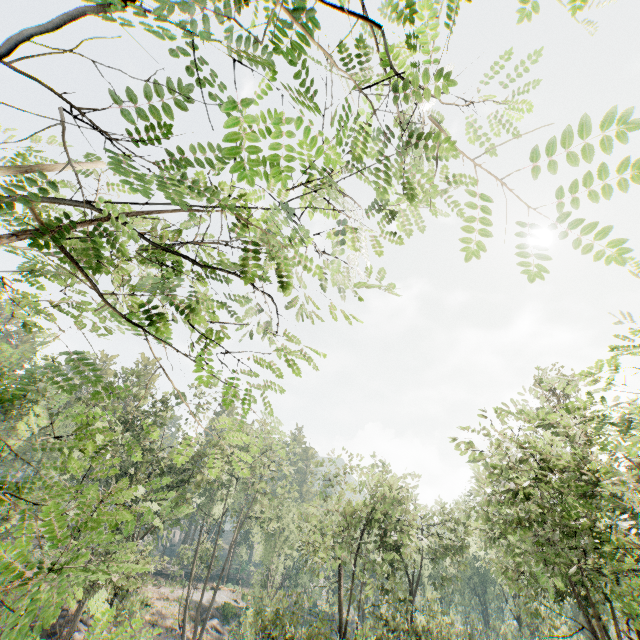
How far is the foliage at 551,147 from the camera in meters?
2.2

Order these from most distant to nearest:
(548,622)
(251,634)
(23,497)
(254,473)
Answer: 1. (254,473)
2. (548,622)
3. (251,634)
4. (23,497)

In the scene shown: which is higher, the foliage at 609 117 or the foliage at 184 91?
the foliage at 184 91

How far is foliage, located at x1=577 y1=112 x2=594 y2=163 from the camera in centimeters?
204cm
